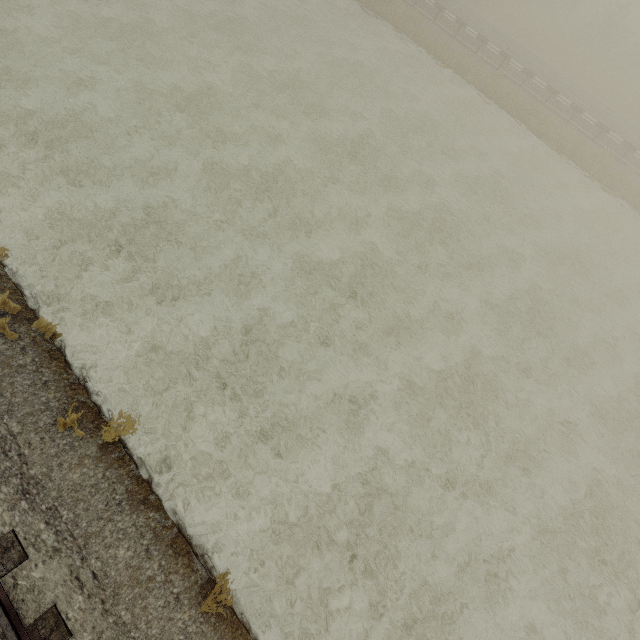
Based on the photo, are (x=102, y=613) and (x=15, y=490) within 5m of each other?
yes
